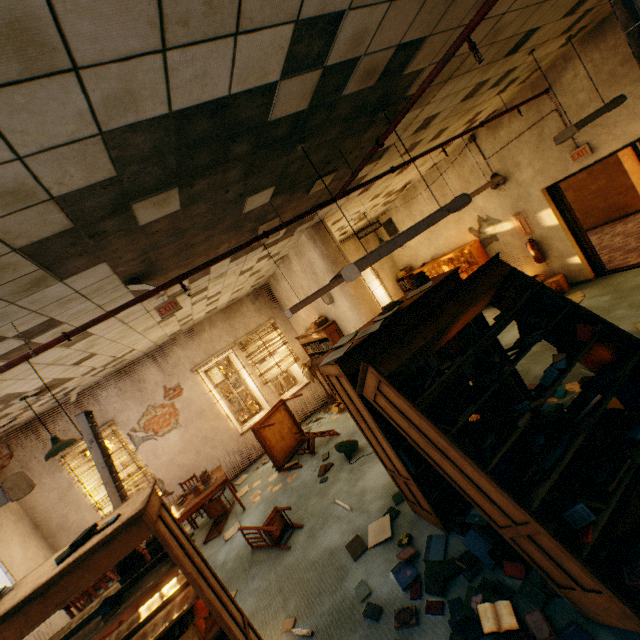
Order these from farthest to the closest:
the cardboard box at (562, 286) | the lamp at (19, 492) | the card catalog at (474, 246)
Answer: the card catalog at (474, 246) < the cardboard box at (562, 286) < the lamp at (19, 492)

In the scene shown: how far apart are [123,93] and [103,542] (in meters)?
2.87

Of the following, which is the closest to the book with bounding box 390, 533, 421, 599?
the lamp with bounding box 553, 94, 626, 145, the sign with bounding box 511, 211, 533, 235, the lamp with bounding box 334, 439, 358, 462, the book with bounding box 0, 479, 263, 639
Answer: the book with bounding box 0, 479, 263, 639

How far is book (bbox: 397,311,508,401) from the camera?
2.7m

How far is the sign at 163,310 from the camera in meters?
4.3 m

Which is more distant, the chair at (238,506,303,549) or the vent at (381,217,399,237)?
the vent at (381,217,399,237)

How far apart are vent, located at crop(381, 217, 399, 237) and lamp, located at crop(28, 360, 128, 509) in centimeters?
925cm

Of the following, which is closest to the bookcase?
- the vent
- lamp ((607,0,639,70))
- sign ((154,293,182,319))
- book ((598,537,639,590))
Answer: book ((598,537,639,590))
